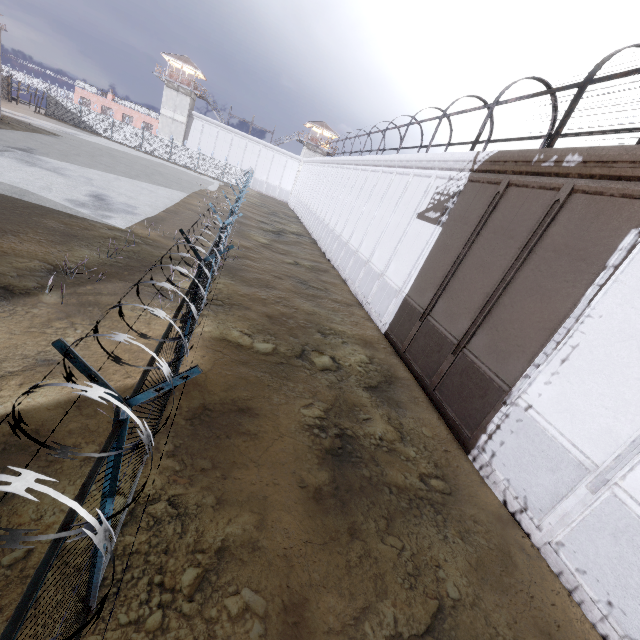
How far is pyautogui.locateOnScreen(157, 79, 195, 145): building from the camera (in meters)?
51.44

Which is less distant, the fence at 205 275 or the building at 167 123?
the fence at 205 275

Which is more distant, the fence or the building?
the building

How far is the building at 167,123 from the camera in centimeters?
5144cm

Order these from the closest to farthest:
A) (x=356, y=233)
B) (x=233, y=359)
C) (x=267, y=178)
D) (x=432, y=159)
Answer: (x=233, y=359), (x=432, y=159), (x=356, y=233), (x=267, y=178)

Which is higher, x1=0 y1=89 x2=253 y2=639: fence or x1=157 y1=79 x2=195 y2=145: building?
x1=157 y1=79 x2=195 y2=145: building
